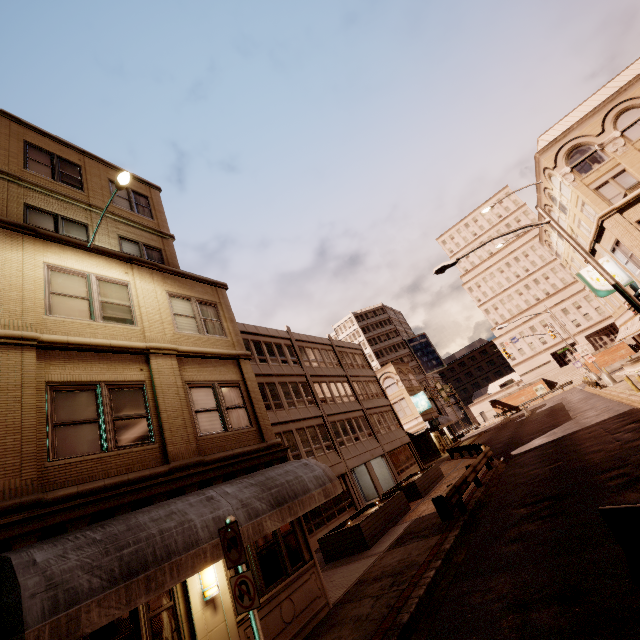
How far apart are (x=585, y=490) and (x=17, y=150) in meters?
21.5

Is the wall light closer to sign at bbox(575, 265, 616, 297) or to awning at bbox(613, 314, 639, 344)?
sign at bbox(575, 265, 616, 297)

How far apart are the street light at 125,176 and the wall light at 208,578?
9.1m

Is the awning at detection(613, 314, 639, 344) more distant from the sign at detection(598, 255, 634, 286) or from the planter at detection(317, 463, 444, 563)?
the planter at detection(317, 463, 444, 563)

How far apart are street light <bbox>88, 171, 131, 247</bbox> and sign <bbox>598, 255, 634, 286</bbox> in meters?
21.7

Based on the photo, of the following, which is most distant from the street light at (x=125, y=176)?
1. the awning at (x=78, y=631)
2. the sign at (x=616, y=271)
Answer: the sign at (x=616, y=271)

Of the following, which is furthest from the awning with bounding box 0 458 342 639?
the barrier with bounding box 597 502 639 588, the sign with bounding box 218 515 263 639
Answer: the barrier with bounding box 597 502 639 588
